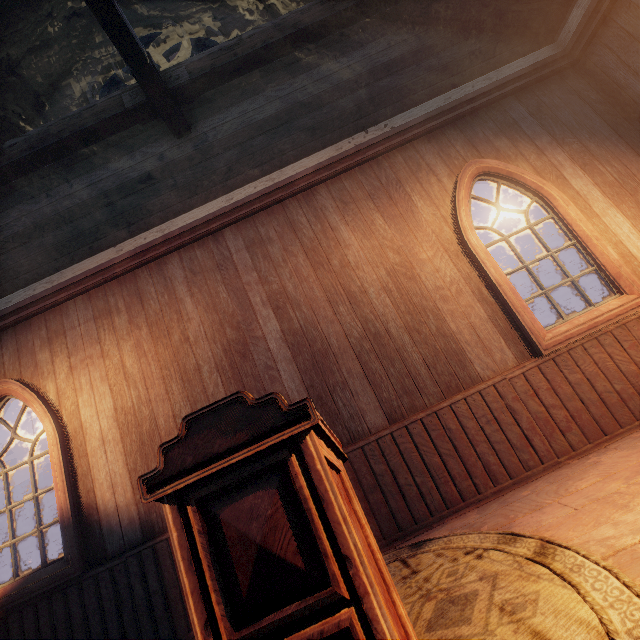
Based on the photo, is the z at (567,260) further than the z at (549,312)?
Yes

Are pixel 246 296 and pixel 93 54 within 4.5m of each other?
no

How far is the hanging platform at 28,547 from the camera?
5.51m

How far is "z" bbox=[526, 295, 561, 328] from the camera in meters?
16.5

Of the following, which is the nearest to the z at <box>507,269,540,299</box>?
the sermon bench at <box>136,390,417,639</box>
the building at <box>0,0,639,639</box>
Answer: the building at <box>0,0,639,639</box>

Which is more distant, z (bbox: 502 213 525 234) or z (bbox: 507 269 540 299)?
z (bbox: 502 213 525 234)
